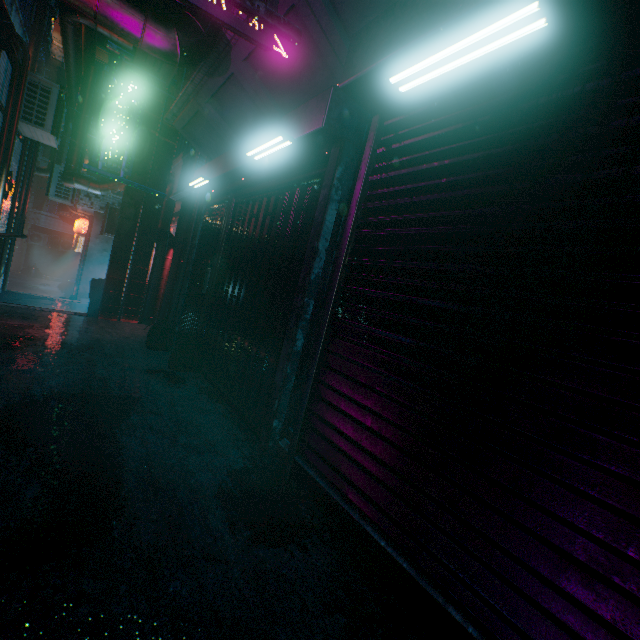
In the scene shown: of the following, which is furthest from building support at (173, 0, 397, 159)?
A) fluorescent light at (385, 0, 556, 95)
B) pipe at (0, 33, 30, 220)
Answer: pipe at (0, 33, 30, 220)

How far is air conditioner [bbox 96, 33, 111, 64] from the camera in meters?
11.7 m

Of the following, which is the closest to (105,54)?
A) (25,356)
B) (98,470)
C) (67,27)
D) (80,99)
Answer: (80,99)

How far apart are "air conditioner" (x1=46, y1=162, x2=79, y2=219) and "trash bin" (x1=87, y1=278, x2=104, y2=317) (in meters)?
4.54

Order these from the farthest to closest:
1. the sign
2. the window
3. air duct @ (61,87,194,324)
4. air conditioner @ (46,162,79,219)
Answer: air conditioner @ (46,162,79,219)
the window
air duct @ (61,87,194,324)
the sign

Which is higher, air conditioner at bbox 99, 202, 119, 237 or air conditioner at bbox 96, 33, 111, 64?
air conditioner at bbox 96, 33, 111, 64

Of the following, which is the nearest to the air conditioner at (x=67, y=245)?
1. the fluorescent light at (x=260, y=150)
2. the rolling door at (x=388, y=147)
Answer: the fluorescent light at (x=260, y=150)

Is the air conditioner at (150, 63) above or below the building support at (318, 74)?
above
